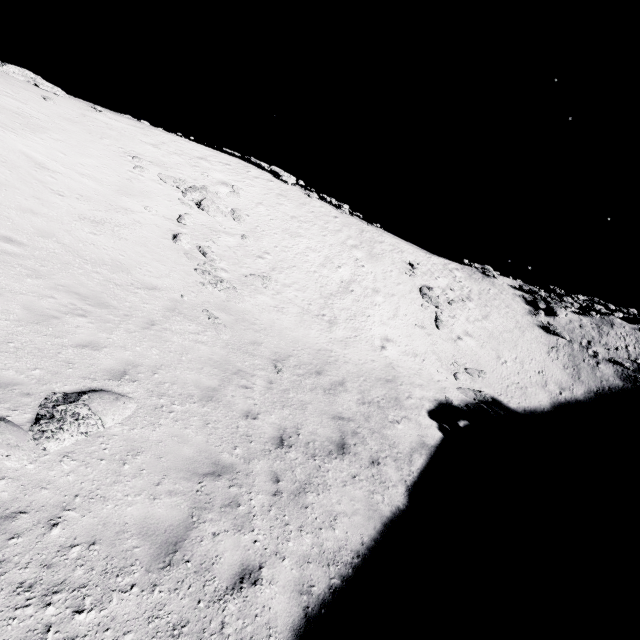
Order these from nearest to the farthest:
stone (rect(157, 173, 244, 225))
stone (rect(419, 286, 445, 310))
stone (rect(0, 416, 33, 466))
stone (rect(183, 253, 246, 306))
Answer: stone (rect(0, 416, 33, 466)), stone (rect(183, 253, 246, 306)), stone (rect(157, 173, 244, 225)), stone (rect(419, 286, 445, 310))

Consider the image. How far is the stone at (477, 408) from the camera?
17.5m

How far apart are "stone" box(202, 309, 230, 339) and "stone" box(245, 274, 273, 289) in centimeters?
491cm

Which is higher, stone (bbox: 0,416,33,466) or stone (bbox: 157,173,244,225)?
stone (bbox: 157,173,244,225)

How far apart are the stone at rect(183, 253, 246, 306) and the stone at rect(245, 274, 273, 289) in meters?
1.3 m

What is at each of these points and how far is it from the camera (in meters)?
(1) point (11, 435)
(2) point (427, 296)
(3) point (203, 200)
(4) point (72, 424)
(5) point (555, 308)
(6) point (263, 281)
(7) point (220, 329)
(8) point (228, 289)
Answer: (1) stone, 4.60
(2) stone, 28.14
(3) stone, 19.81
(4) stone, 5.28
(5) stone, 32.22
(6) stone, 17.70
(7) stone, 11.86
(8) stone, 14.66

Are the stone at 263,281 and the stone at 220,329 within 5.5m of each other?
yes

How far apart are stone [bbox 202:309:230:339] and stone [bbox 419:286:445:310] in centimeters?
1991cm
